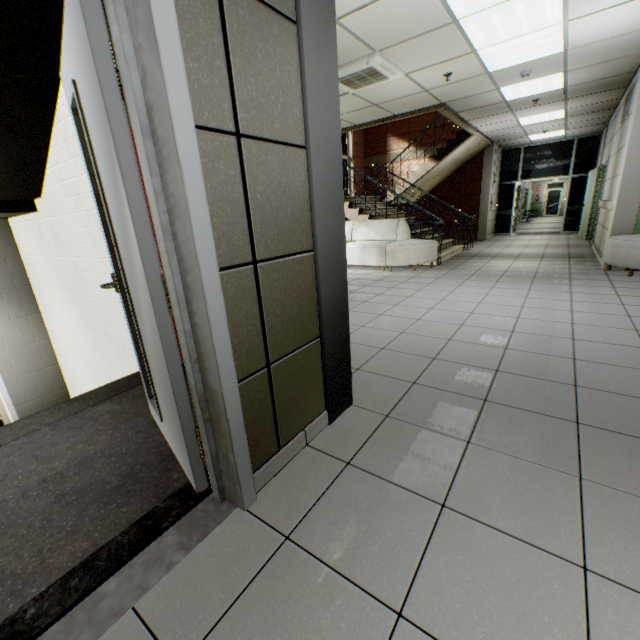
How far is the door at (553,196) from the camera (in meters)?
24.38

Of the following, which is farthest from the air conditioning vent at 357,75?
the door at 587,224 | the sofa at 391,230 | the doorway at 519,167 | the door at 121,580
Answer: the doorway at 519,167

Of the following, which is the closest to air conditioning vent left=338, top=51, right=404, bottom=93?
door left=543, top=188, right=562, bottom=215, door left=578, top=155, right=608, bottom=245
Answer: door left=578, top=155, right=608, bottom=245

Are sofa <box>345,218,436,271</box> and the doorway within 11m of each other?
yes

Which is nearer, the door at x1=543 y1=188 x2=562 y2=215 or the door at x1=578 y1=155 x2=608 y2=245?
the door at x1=578 y1=155 x2=608 y2=245

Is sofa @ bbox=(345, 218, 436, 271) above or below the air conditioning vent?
below

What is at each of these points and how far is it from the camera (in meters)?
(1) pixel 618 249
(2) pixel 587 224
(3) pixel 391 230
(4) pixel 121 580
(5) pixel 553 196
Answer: (1) sofa, 5.27
(2) door, 9.66
(3) sofa, 7.43
(4) door, 1.24
(5) door, 24.58

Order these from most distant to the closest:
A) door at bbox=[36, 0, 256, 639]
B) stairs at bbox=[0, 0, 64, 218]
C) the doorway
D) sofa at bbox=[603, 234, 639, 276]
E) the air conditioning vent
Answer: the doorway < sofa at bbox=[603, 234, 639, 276] < the air conditioning vent < stairs at bbox=[0, 0, 64, 218] < door at bbox=[36, 0, 256, 639]
